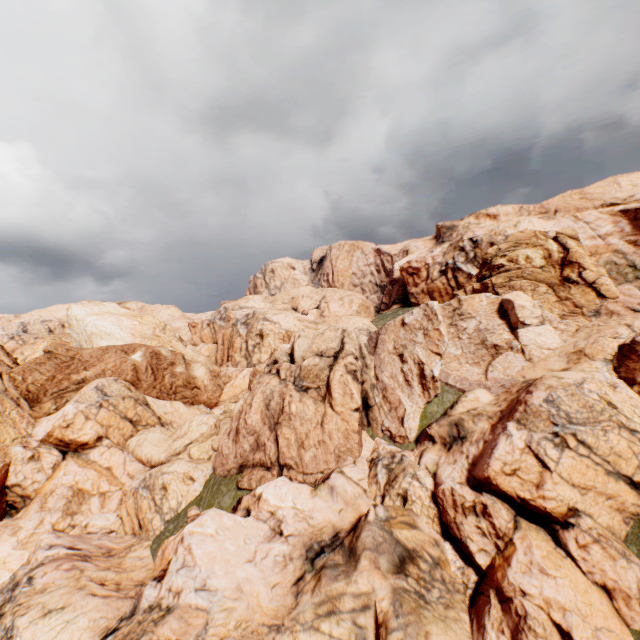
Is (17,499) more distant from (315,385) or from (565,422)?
(565,422)
